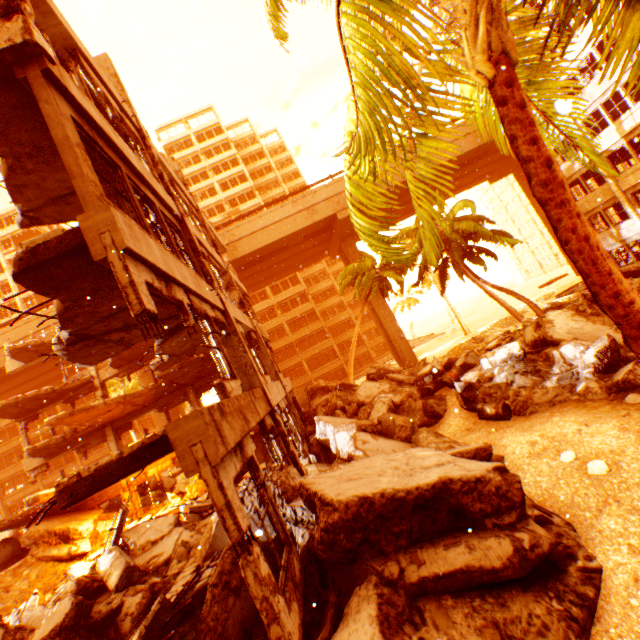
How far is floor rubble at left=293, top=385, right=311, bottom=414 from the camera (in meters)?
20.30

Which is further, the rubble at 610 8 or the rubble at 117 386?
the rubble at 117 386

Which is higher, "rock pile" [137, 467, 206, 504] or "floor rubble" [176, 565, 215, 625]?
"rock pile" [137, 467, 206, 504]

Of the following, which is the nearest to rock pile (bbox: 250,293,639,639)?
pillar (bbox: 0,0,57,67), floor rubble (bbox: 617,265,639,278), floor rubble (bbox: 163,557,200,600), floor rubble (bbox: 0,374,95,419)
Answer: floor rubble (bbox: 163,557,200,600)

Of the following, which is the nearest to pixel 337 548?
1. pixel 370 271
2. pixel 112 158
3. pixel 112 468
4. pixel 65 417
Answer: pixel 112 468

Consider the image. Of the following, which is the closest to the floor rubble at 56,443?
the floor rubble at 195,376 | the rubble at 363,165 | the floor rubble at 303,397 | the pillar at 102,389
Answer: the pillar at 102,389

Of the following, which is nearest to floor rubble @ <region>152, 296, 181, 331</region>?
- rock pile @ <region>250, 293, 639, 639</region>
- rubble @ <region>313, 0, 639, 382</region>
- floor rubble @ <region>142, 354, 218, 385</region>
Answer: floor rubble @ <region>142, 354, 218, 385</region>

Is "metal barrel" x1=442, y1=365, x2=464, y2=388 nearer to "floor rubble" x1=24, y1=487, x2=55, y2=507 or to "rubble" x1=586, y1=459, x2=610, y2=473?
"rubble" x1=586, y1=459, x2=610, y2=473
